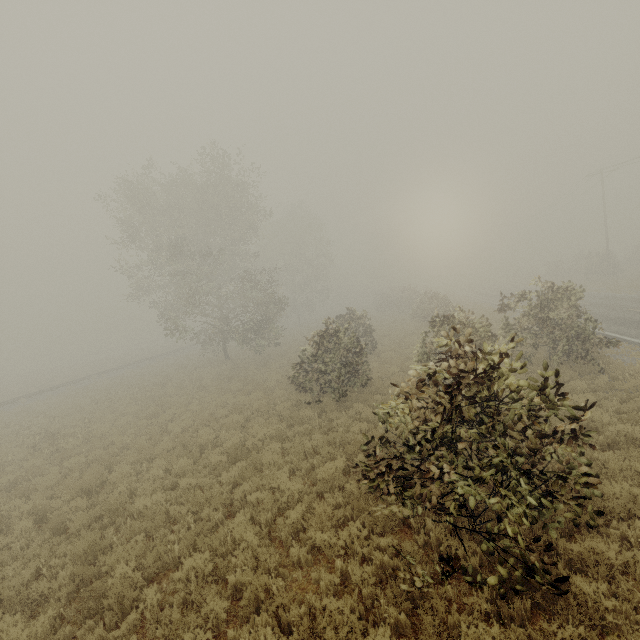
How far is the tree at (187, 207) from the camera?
14.6 meters

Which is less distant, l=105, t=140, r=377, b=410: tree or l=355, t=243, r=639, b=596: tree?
l=355, t=243, r=639, b=596: tree

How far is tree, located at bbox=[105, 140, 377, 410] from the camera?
14.6m

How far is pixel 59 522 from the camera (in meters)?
8.45

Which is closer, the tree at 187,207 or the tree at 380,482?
the tree at 380,482
